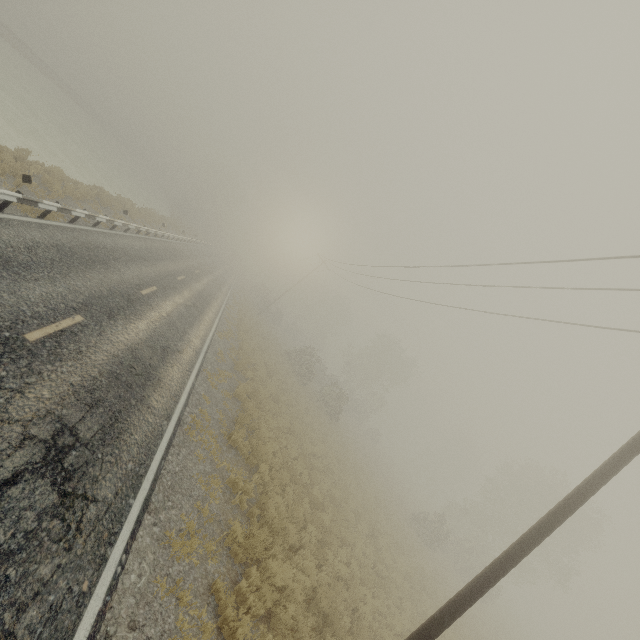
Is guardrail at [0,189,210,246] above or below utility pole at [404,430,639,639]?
below

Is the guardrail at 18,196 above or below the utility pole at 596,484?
below

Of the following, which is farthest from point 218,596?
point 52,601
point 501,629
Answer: point 501,629

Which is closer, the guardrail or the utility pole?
the utility pole

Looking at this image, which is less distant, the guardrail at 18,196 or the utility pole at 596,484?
the utility pole at 596,484
